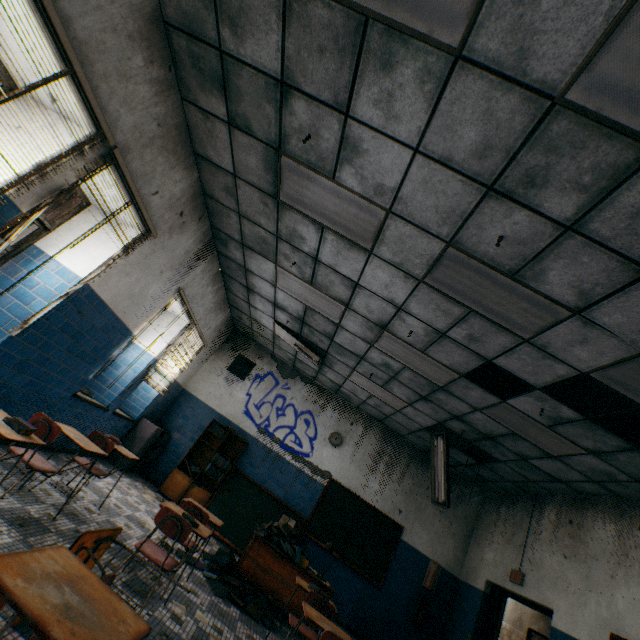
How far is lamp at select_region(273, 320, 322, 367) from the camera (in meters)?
6.78

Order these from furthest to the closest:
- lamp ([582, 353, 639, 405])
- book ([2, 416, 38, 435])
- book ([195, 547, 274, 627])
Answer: A: book ([195, 547, 274, 627]) < lamp ([582, 353, 639, 405]) < book ([2, 416, 38, 435])

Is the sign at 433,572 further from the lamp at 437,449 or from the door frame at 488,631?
the lamp at 437,449

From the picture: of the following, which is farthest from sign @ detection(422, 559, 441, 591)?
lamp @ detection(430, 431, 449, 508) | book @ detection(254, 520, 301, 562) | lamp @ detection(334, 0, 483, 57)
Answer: lamp @ detection(334, 0, 483, 57)

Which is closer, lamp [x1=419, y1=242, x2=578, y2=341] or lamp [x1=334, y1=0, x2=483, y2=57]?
lamp [x1=334, y1=0, x2=483, y2=57]

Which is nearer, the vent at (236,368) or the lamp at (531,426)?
the lamp at (531,426)

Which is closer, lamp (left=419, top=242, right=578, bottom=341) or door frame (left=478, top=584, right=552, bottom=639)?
lamp (left=419, top=242, right=578, bottom=341)

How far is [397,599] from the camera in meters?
6.8 m
